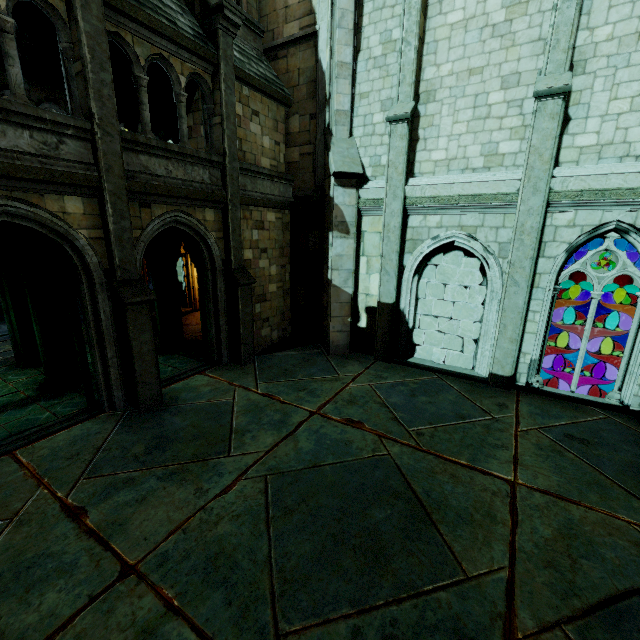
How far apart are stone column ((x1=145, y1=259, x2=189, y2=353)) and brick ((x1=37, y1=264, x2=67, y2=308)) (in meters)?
2.44

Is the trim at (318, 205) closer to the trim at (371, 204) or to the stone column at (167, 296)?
the trim at (371, 204)

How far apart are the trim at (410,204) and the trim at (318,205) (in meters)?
2.56

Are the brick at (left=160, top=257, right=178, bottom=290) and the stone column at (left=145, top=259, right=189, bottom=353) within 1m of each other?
yes

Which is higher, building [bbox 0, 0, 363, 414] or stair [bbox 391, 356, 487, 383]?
building [bbox 0, 0, 363, 414]

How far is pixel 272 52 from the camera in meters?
10.9 m

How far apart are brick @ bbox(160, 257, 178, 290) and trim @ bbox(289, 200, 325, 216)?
4.26m

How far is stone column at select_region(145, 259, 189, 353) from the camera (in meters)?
10.83
